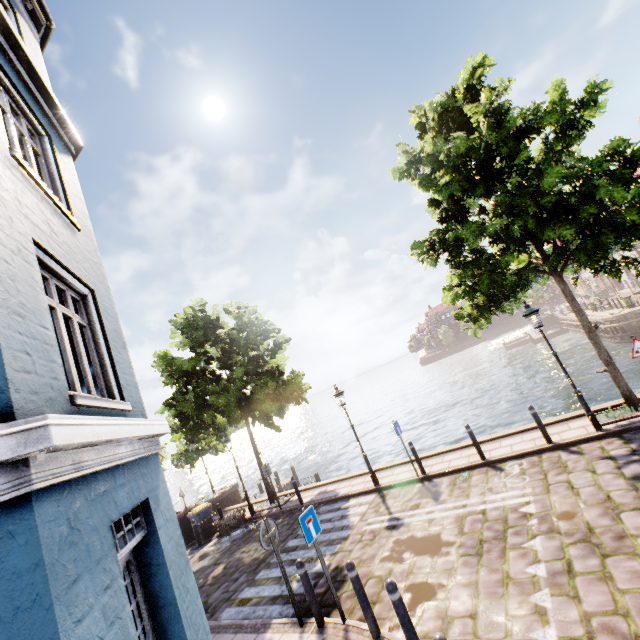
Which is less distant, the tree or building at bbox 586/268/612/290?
the tree

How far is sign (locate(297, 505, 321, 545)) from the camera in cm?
581

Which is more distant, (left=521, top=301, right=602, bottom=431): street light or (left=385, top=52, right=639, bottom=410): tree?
(left=521, top=301, right=602, bottom=431): street light

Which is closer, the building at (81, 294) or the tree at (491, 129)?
the building at (81, 294)

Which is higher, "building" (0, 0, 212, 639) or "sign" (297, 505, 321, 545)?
"building" (0, 0, 212, 639)

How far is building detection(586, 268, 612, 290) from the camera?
51.5 meters

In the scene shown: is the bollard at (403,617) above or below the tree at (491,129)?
below

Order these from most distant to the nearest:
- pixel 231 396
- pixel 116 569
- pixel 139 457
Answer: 1. pixel 231 396
2. pixel 139 457
3. pixel 116 569
